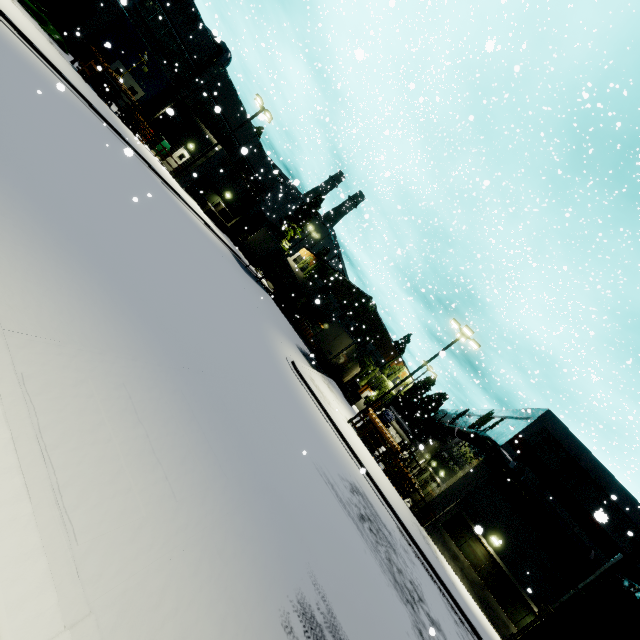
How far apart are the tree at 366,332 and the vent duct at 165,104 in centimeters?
1388cm

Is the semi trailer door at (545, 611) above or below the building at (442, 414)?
below

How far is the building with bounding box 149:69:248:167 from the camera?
28.59m

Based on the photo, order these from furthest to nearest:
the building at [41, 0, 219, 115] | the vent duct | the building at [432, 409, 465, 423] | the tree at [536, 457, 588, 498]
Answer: the building at [432, 409, 465, 423], the vent duct, the building at [41, 0, 219, 115], the tree at [536, 457, 588, 498]

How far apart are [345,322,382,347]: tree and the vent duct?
13.9m

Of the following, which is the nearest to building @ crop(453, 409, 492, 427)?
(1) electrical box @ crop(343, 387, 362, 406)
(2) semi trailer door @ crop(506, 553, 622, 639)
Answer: (2) semi trailer door @ crop(506, 553, 622, 639)

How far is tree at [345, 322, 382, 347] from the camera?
41.59m

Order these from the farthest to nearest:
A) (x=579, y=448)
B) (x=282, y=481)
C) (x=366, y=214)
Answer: (x=579, y=448), (x=366, y=214), (x=282, y=481)
